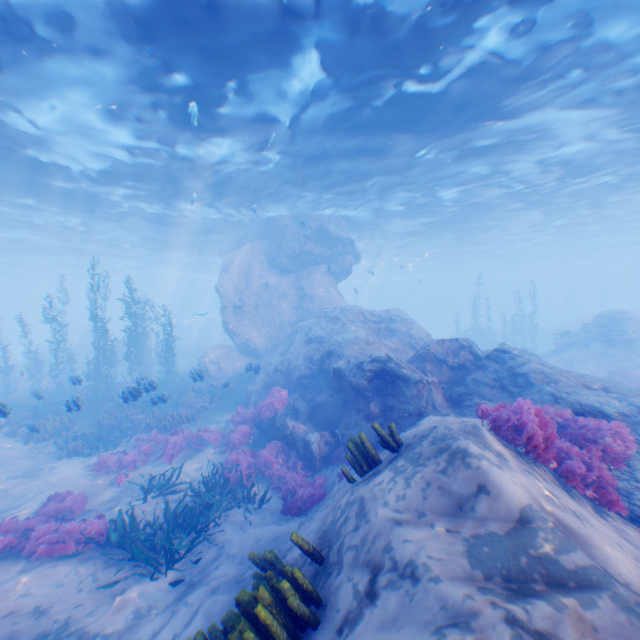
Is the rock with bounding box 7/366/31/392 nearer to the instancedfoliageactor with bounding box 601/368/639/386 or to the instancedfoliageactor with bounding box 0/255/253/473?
the instancedfoliageactor with bounding box 0/255/253/473

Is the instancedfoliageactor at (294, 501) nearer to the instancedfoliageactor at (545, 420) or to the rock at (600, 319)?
the rock at (600, 319)

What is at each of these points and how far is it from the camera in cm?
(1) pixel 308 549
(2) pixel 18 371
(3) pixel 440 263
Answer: (1) instancedfoliageactor, 454
(2) rock, 2475
(3) light, 5375

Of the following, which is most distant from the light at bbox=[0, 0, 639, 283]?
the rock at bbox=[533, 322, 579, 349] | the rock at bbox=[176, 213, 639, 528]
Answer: the rock at bbox=[533, 322, 579, 349]

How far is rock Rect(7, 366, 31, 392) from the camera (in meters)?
21.58

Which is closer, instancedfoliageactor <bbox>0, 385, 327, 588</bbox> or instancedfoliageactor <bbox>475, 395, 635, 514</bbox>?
instancedfoliageactor <bbox>475, 395, 635, 514</bbox>

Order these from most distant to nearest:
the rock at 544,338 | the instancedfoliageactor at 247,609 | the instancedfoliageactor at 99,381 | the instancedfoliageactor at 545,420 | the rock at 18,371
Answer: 1. the rock at 544,338
2. the rock at 18,371
3. the instancedfoliageactor at 99,381
4. the instancedfoliageactor at 545,420
5. the instancedfoliageactor at 247,609
